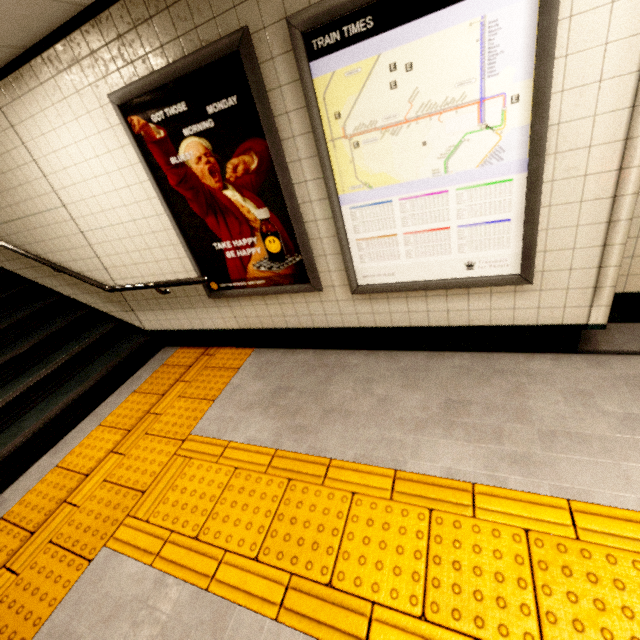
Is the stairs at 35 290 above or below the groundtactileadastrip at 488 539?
above

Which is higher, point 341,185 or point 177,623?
point 341,185

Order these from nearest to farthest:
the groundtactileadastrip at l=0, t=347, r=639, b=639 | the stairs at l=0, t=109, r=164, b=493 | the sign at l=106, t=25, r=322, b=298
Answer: the groundtactileadastrip at l=0, t=347, r=639, b=639, the sign at l=106, t=25, r=322, b=298, the stairs at l=0, t=109, r=164, b=493

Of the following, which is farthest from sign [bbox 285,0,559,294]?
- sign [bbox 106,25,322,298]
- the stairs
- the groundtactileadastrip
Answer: the stairs

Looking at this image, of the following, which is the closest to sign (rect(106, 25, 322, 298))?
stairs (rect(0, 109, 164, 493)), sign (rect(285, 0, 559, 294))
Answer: sign (rect(285, 0, 559, 294))

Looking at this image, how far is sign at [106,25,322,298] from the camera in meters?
2.1

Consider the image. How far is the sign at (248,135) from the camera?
2.09m

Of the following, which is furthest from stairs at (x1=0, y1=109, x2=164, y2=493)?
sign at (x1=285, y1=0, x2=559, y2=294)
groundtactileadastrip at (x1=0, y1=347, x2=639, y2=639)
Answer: sign at (x1=285, y1=0, x2=559, y2=294)
